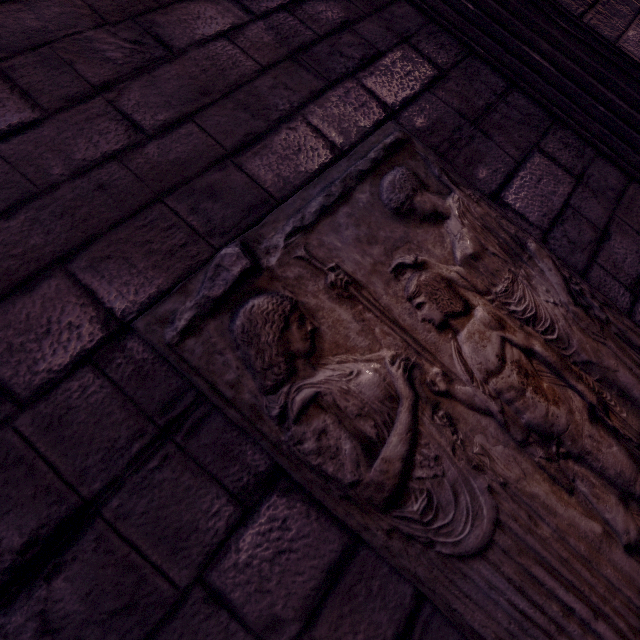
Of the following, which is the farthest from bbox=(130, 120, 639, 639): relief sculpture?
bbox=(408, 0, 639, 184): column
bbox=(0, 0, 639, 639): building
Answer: bbox=(408, 0, 639, 184): column

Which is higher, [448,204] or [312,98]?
[312,98]

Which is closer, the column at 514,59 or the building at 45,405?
the building at 45,405

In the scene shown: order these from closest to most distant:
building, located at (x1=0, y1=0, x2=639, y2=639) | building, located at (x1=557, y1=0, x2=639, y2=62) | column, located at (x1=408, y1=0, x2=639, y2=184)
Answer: building, located at (x1=0, y1=0, x2=639, y2=639)
column, located at (x1=408, y1=0, x2=639, y2=184)
building, located at (x1=557, y1=0, x2=639, y2=62)

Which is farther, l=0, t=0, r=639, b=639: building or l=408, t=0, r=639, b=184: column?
l=408, t=0, r=639, b=184: column

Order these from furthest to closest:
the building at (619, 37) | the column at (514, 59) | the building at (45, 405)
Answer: the building at (619, 37)
the column at (514, 59)
the building at (45, 405)

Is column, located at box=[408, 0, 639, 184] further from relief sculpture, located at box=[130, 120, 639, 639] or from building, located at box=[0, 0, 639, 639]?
relief sculpture, located at box=[130, 120, 639, 639]
